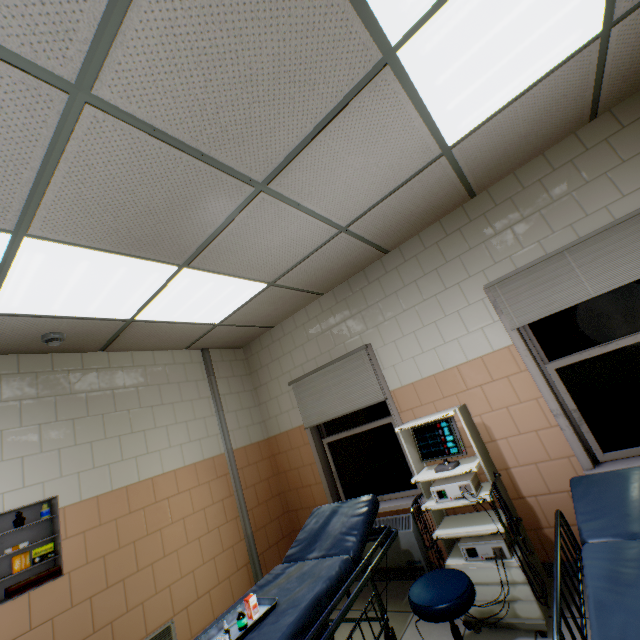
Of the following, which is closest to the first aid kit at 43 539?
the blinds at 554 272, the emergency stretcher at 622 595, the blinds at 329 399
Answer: the blinds at 329 399

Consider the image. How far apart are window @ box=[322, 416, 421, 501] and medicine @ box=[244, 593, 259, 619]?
2.0 meters

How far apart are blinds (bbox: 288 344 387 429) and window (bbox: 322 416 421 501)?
0.22m

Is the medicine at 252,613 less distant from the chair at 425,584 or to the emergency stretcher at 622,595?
the chair at 425,584

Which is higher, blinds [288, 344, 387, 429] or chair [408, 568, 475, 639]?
blinds [288, 344, 387, 429]

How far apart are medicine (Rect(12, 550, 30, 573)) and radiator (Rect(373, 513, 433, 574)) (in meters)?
2.91

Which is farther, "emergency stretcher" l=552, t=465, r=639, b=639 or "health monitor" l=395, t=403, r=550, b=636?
"health monitor" l=395, t=403, r=550, b=636

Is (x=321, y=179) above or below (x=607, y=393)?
above
